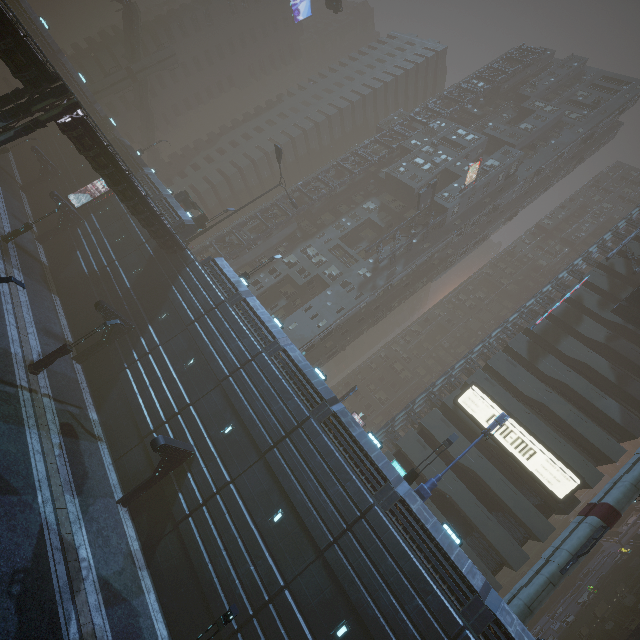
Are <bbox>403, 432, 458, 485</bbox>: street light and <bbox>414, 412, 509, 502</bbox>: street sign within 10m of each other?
yes

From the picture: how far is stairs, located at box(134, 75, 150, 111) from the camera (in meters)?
57.44

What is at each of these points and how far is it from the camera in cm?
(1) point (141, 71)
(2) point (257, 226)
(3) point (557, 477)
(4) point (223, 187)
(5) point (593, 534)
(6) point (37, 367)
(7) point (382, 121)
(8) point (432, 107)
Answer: (1) sm, 5450
(2) building, 5188
(3) sign, 2558
(4) building, 5966
(5) sm, 1709
(6) street light, 1959
(7) building, 5703
(8) building structure, 5484

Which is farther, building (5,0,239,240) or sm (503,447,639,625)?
building (5,0,239,240)

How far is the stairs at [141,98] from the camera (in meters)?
57.44

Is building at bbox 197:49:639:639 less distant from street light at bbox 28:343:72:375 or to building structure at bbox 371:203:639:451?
building structure at bbox 371:203:639:451

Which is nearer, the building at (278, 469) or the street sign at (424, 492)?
the building at (278, 469)

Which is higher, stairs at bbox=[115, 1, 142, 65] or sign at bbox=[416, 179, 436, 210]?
sign at bbox=[416, 179, 436, 210]
